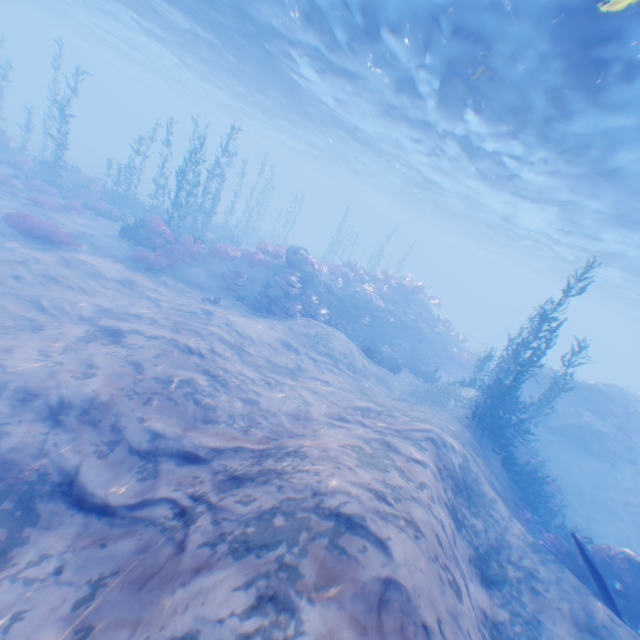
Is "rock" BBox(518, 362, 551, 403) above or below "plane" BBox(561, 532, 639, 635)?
above

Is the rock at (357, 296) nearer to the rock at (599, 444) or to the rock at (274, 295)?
the rock at (274, 295)

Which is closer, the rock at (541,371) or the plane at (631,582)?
the plane at (631,582)

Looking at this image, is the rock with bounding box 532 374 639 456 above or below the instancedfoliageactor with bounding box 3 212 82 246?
above

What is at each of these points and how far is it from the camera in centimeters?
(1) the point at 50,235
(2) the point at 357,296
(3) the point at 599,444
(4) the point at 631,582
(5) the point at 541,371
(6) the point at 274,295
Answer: (1) instancedfoliageactor, 1358cm
(2) rock, 2088cm
(3) rock, 1769cm
(4) plane, 795cm
(5) rock, 2111cm
(6) rock, 1638cm

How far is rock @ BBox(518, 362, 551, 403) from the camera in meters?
20.8

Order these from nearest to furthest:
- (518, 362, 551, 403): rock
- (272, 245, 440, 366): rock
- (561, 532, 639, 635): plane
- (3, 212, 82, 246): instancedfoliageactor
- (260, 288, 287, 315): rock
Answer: (561, 532, 639, 635): plane, (3, 212, 82, 246): instancedfoliageactor, (260, 288, 287, 315): rock, (272, 245, 440, 366): rock, (518, 362, 551, 403): rock

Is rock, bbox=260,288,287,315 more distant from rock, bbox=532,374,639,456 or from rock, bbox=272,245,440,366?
rock, bbox=532,374,639,456
